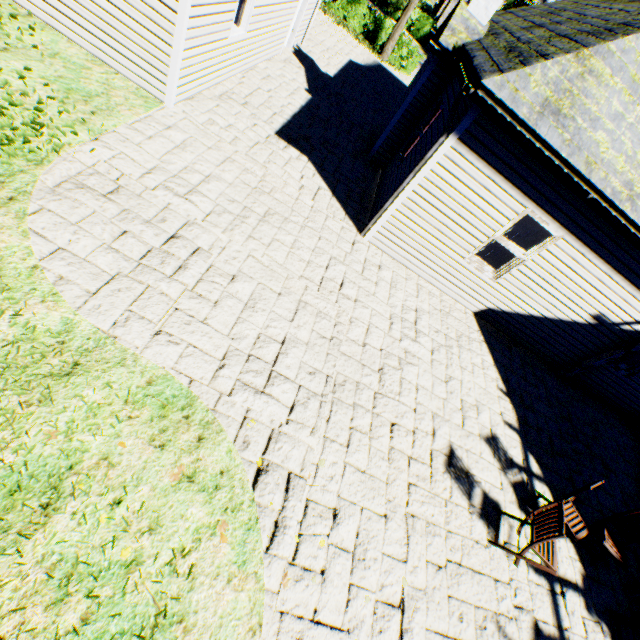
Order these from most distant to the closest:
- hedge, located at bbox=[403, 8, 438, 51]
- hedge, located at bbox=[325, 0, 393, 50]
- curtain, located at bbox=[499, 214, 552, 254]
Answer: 1. hedge, located at bbox=[403, 8, 438, 51]
2. hedge, located at bbox=[325, 0, 393, 50]
3. curtain, located at bbox=[499, 214, 552, 254]

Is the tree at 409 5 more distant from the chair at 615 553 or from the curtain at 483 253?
the chair at 615 553

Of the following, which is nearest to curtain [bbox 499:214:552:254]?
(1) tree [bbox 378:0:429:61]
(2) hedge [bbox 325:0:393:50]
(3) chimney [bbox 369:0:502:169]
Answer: (3) chimney [bbox 369:0:502:169]

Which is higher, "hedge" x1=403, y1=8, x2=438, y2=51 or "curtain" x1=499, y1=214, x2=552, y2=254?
"curtain" x1=499, y1=214, x2=552, y2=254

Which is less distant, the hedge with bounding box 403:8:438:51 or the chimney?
the chimney

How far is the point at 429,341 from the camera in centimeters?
674cm

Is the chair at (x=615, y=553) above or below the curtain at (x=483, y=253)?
below

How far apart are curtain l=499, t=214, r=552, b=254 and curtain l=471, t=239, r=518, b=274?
0.1 meters
